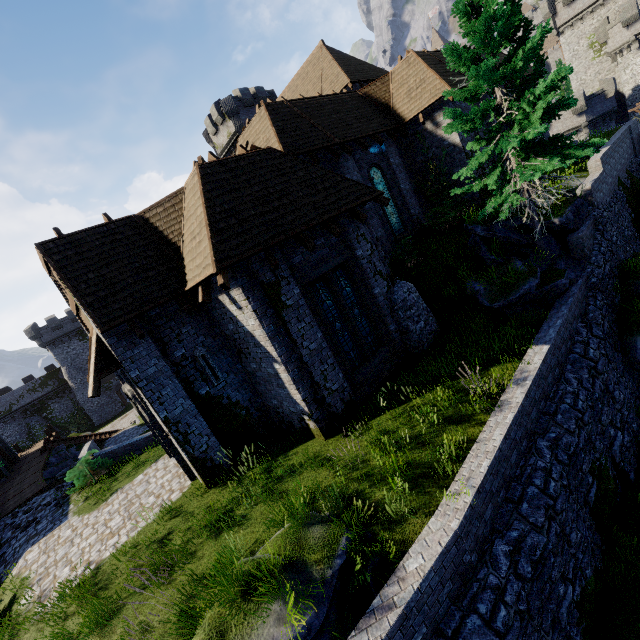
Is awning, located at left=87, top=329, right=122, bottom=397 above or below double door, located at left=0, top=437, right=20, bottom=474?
above

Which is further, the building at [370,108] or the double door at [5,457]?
the double door at [5,457]

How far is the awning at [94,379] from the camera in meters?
8.9

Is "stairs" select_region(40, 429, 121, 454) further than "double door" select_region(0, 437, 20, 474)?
Yes

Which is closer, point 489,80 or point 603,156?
point 489,80

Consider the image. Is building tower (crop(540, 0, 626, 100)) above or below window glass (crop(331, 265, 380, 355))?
above

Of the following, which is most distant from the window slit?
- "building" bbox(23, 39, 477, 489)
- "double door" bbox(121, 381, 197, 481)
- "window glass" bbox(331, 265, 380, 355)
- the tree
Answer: the tree

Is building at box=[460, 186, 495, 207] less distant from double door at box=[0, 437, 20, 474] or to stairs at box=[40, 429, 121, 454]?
stairs at box=[40, 429, 121, 454]
